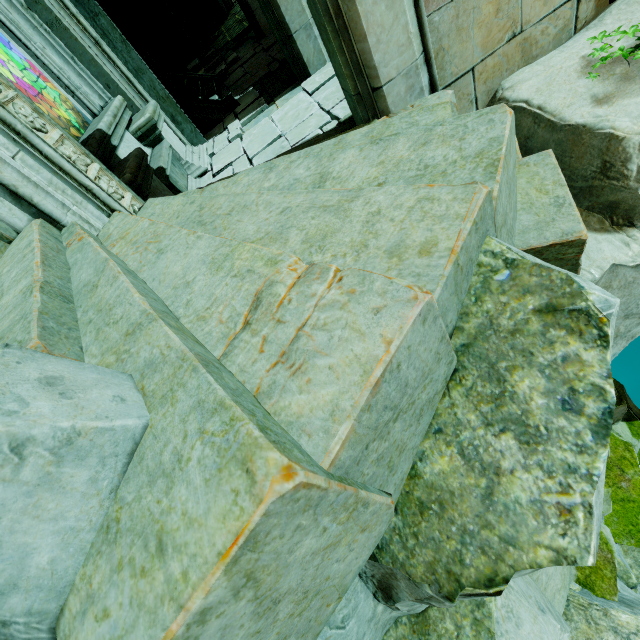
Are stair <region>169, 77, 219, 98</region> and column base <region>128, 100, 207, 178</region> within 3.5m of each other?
yes

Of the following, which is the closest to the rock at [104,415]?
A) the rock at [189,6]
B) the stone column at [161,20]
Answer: the stone column at [161,20]

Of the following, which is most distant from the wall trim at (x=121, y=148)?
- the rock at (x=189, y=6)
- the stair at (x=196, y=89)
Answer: the rock at (x=189, y=6)

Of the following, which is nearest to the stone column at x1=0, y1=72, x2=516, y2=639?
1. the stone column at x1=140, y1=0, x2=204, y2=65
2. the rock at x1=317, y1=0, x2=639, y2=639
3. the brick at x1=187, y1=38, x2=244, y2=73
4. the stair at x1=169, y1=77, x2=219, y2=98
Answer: the rock at x1=317, y1=0, x2=639, y2=639

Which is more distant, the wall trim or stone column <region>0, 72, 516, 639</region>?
the wall trim

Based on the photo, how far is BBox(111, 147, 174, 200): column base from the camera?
3.88m

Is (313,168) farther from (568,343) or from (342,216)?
(568,343)

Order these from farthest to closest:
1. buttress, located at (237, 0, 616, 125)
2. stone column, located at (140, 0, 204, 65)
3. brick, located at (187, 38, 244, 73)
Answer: stone column, located at (140, 0, 204, 65) < brick, located at (187, 38, 244, 73) < buttress, located at (237, 0, 616, 125)
